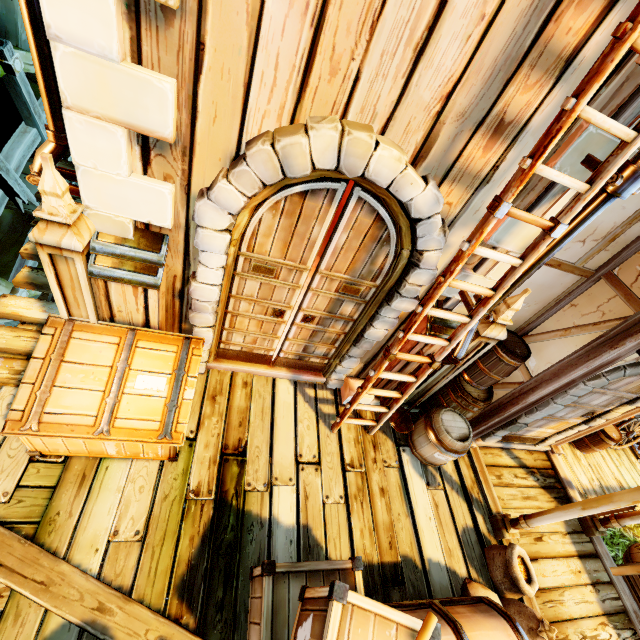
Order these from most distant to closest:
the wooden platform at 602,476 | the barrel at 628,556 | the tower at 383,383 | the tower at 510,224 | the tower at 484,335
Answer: the wooden platform at 602,476 < the barrel at 628,556 < the tower at 383,383 < the tower at 484,335 < the tower at 510,224

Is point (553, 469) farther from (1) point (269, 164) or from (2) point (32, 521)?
(2) point (32, 521)

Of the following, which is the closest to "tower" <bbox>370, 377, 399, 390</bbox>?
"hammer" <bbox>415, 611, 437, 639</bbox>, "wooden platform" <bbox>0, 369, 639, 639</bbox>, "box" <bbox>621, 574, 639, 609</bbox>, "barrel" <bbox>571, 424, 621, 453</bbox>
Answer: "wooden platform" <bbox>0, 369, 639, 639</bbox>

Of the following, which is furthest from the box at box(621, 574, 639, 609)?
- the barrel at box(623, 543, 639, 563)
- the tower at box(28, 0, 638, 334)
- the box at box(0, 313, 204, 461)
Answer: the box at box(0, 313, 204, 461)

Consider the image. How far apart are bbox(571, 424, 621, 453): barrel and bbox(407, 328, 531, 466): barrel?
3.90m

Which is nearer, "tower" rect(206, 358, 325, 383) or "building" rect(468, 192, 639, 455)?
"building" rect(468, 192, 639, 455)

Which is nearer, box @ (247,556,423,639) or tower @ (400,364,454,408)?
box @ (247,556,423,639)

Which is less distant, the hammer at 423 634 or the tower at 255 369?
the hammer at 423 634
